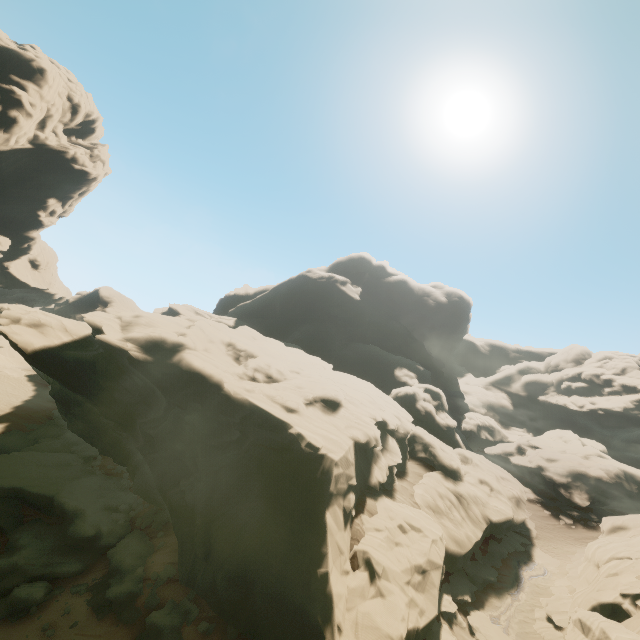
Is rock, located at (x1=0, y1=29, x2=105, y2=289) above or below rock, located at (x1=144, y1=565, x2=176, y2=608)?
above

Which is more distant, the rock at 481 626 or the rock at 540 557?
the rock at 540 557

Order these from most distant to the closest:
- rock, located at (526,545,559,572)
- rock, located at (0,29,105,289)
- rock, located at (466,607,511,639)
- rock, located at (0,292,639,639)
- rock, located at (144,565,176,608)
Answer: rock, located at (0,29,105,289) → rock, located at (526,545,559,572) → rock, located at (466,607,511,639) → rock, located at (144,565,176,608) → rock, located at (0,292,639,639)

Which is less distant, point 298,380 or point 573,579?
point 573,579

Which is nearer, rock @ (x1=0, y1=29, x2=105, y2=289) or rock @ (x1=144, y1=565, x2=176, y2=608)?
rock @ (x1=144, y1=565, x2=176, y2=608)

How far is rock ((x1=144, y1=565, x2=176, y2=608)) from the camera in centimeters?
1592cm

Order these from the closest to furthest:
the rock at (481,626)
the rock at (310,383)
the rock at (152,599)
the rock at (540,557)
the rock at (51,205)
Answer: the rock at (310,383) < the rock at (152,599) < the rock at (481,626) < the rock at (540,557) < the rock at (51,205)
